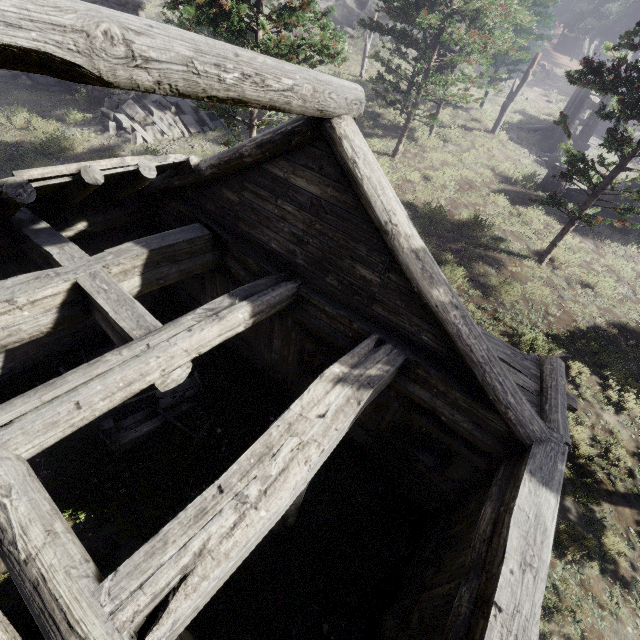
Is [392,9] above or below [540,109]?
above

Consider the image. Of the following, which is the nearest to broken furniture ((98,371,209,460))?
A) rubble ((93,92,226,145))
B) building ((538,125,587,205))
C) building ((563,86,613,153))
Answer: rubble ((93,92,226,145))

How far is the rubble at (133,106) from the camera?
16.0 meters

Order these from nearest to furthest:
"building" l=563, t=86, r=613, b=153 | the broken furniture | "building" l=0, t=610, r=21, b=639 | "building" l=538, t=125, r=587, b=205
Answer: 1. "building" l=0, t=610, r=21, b=639
2. the broken furniture
3. "building" l=538, t=125, r=587, b=205
4. "building" l=563, t=86, r=613, b=153

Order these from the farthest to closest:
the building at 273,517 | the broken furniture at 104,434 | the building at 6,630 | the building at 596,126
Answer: the building at 596,126 < the broken furniture at 104,434 < the building at 273,517 < the building at 6,630

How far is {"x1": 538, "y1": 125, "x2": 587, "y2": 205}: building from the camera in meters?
19.4

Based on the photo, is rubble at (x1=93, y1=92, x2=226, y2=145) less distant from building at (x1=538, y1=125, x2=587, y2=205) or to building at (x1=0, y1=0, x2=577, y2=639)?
building at (x1=0, y1=0, x2=577, y2=639)

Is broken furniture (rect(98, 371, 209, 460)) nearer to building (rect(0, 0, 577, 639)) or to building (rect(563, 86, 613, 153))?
building (rect(0, 0, 577, 639))
